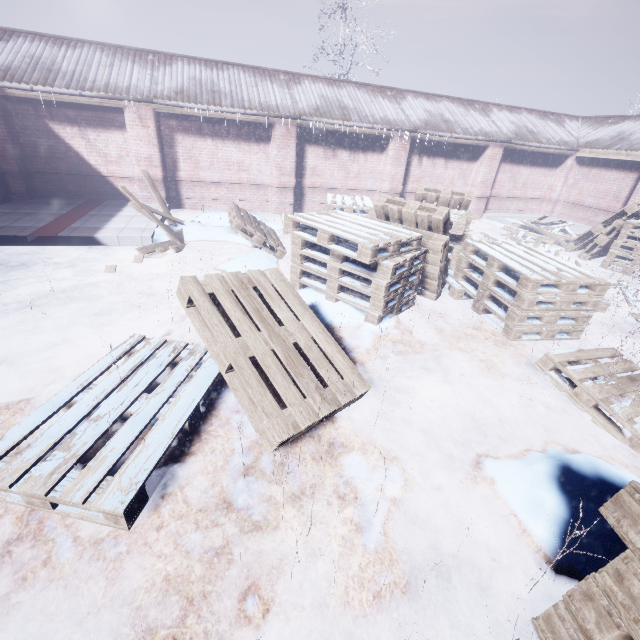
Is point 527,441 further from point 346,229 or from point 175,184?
point 175,184

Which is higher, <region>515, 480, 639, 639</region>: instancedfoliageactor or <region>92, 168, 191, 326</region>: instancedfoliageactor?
<region>515, 480, 639, 639</region>: instancedfoliageactor

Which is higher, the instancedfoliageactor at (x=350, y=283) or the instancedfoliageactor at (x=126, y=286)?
the instancedfoliageactor at (x=350, y=283)

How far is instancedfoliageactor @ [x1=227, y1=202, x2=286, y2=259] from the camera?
5.2m

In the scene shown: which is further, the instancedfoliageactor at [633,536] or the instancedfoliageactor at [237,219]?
the instancedfoliageactor at [237,219]

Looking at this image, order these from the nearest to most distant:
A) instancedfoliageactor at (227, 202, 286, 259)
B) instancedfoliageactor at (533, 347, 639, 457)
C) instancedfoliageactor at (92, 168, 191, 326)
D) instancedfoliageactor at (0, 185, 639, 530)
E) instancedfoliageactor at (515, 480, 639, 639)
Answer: instancedfoliageactor at (515, 480, 639, 639)
instancedfoliageactor at (0, 185, 639, 530)
instancedfoliageactor at (533, 347, 639, 457)
instancedfoliageactor at (92, 168, 191, 326)
instancedfoliageactor at (227, 202, 286, 259)
